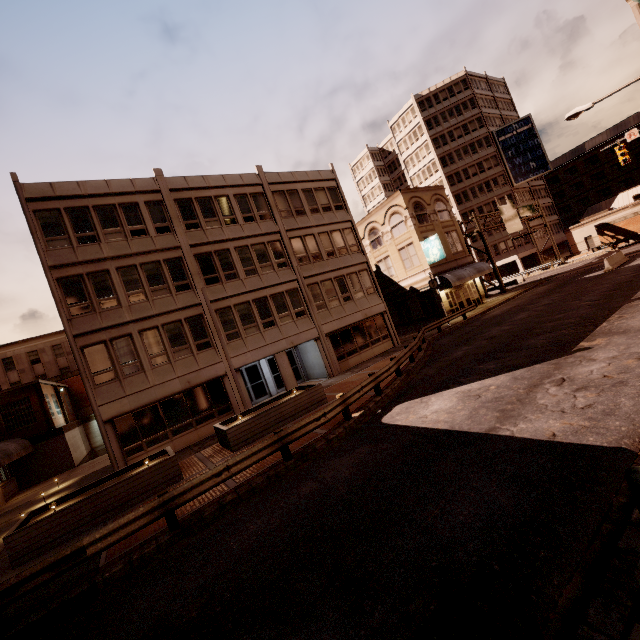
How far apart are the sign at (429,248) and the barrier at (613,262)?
11.73m

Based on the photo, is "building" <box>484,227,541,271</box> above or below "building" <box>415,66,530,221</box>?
below

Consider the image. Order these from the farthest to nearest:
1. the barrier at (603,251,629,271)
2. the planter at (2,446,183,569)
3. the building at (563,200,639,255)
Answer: the building at (563,200,639,255)
the barrier at (603,251,629,271)
the planter at (2,446,183,569)

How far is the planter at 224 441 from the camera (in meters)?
13.56

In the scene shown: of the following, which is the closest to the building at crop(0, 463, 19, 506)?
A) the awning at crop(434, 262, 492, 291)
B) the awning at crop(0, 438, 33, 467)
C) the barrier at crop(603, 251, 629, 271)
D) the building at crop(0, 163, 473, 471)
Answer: the awning at crop(0, 438, 33, 467)

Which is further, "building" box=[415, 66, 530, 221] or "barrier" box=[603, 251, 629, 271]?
"building" box=[415, 66, 530, 221]

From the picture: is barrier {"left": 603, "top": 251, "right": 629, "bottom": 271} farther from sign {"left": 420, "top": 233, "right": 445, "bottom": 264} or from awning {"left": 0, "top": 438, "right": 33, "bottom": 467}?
awning {"left": 0, "top": 438, "right": 33, "bottom": 467}

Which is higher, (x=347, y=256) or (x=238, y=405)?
(x=347, y=256)
